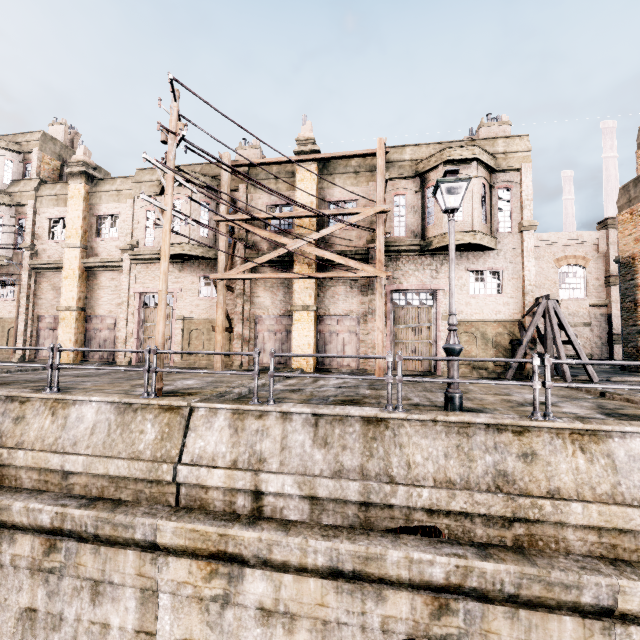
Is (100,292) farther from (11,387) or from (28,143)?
(28,143)

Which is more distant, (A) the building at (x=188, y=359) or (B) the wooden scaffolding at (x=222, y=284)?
(A) the building at (x=188, y=359)

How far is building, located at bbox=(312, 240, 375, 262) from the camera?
17.50m

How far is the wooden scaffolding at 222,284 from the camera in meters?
16.1

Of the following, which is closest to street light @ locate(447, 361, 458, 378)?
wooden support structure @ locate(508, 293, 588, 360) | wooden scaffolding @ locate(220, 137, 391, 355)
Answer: wooden scaffolding @ locate(220, 137, 391, 355)

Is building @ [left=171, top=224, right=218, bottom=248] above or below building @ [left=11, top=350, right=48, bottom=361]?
above

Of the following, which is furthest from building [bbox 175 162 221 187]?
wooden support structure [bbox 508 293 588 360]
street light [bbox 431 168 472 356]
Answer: street light [bbox 431 168 472 356]
